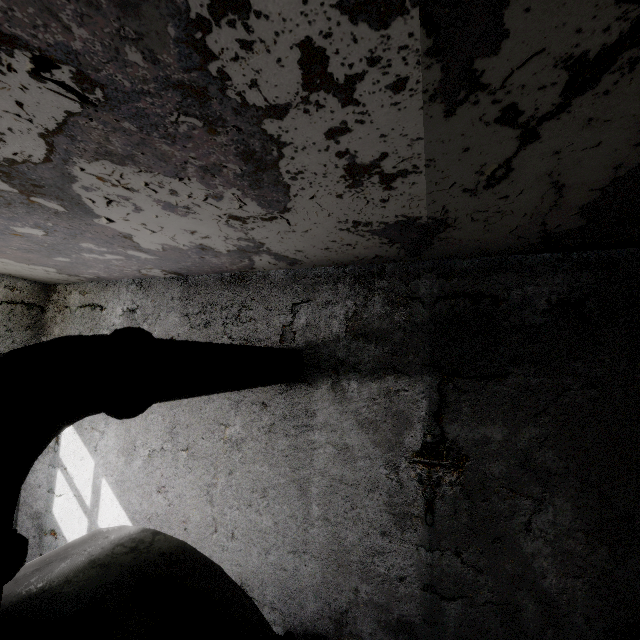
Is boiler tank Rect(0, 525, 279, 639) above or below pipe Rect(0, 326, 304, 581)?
below

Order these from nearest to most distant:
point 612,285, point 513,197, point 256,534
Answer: point 513,197 → point 612,285 → point 256,534

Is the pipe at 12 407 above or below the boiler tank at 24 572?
above
